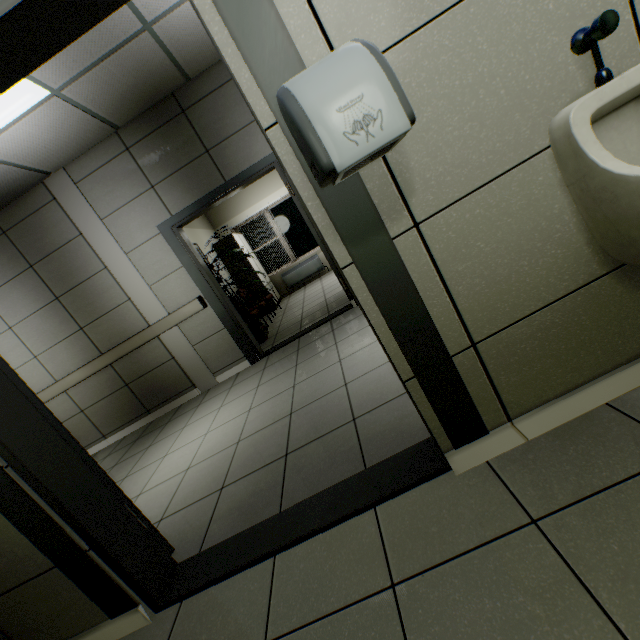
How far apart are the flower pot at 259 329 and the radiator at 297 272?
3.7m

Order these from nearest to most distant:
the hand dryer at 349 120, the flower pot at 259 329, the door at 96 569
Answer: the hand dryer at 349 120, the door at 96 569, the flower pot at 259 329

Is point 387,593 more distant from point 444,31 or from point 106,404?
point 106,404

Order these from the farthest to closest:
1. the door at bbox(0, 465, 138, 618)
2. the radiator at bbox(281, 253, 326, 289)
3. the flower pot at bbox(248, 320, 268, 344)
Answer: the radiator at bbox(281, 253, 326, 289), the flower pot at bbox(248, 320, 268, 344), the door at bbox(0, 465, 138, 618)

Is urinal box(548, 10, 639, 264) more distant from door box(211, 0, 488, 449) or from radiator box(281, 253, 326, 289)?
radiator box(281, 253, 326, 289)

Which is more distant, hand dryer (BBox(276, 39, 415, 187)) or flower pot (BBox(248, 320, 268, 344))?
flower pot (BBox(248, 320, 268, 344))

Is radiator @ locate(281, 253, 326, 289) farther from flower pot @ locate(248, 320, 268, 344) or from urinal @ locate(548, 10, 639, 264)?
urinal @ locate(548, 10, 639, 264)

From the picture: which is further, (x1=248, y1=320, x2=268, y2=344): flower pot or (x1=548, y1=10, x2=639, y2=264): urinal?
(x1=248, y1=320, x2=268, y2=344): flower pot
